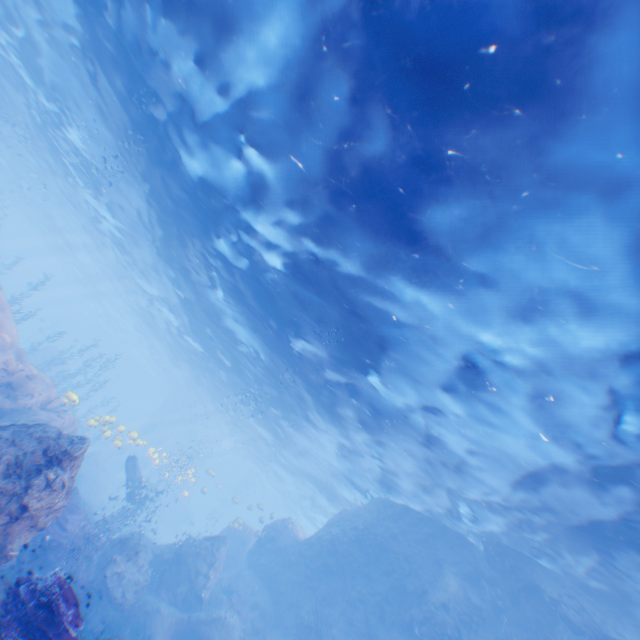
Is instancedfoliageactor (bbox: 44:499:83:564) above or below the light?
below

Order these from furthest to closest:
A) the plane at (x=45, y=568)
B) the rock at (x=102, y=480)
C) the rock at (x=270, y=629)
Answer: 1. the rock at (x=270, y=629)
2. the plane at (x=45, y=568)
3. the rock at (x=102, y=480)

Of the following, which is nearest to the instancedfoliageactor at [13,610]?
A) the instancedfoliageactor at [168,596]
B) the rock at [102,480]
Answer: the rock at [102,480]

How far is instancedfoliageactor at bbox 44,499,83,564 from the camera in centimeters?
1155cm

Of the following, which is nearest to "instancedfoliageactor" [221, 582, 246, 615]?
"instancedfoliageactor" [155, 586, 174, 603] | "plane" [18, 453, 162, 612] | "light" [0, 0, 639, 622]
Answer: "instancedfoliageactor" [155, 586, 174, 603]

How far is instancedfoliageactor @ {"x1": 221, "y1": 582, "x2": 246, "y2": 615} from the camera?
16.7m

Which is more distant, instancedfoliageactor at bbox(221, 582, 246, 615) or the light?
instancedfoliageactor at bbox(221, 582, 246, 615)

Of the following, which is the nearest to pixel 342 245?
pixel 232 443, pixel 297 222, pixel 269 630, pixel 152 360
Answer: pixel 297 222
